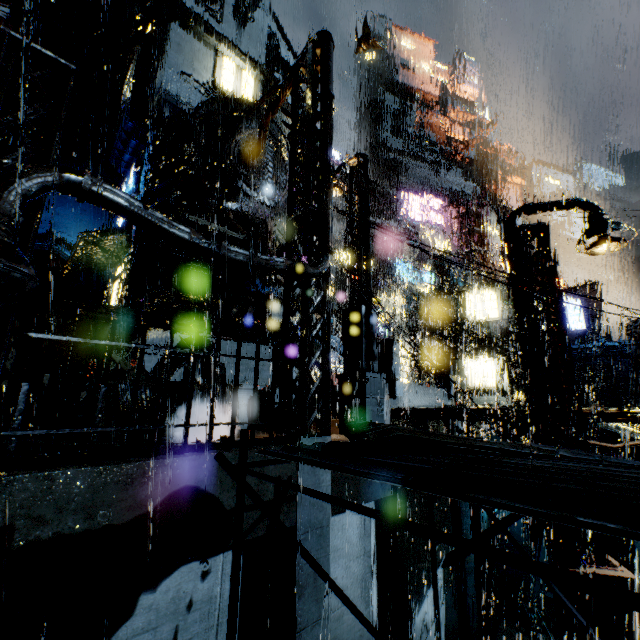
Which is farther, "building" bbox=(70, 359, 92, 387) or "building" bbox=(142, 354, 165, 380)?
"building" bbox=(70, 359, 92, 387)

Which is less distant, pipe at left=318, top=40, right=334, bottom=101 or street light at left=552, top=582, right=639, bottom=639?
street light at left=552, top=582, right=639, bottom=639

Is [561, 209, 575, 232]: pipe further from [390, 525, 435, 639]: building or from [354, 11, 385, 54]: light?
[354, 11, 385, 54]: light

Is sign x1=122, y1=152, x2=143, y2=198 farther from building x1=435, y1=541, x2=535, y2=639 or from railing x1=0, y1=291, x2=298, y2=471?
railing x1=0, y1=291, x2=298, y2=471

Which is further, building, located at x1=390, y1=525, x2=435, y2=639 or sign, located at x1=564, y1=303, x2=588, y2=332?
sign, located at x1=564, y1=303, x2=588, y2=332

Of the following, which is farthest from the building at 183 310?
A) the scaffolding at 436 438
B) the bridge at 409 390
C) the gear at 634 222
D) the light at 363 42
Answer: the gear at 634 222

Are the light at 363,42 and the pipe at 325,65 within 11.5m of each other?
yes

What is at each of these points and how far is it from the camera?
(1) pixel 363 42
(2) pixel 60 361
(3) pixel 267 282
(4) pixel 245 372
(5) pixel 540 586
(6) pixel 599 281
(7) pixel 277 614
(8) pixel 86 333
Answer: (1) light, 7.95m
(2) pipe, 16.72m
(3) building vent, 19.61m
(4) building, 17.88m
(5) structural stair, 17.59m
(6) building, 34.53m
(7) building, 5.29m
(8) building, 22.34m
